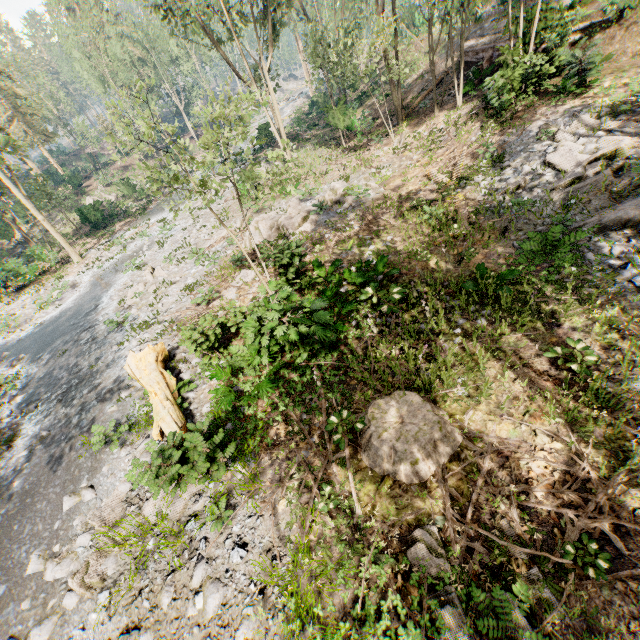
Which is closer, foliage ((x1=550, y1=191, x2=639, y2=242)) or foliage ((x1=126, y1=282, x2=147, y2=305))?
foliage ((x1=550, y1=191, x2=639, y2=242))

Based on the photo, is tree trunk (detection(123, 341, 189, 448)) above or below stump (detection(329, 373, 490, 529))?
above

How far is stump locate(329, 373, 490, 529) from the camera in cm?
564

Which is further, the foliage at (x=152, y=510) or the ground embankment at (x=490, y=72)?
the ground embankment at (x=490, y=72)

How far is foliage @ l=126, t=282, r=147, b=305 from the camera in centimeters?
1630cm

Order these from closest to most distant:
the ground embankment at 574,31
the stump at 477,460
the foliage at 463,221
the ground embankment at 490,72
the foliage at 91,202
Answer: the stump at 477,460 < the foliage at 463,221 < the ground embankment at 574,31 < the ground embankment at 490,72 < the foliage at 91,202

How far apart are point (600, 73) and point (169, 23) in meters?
24.3 m
